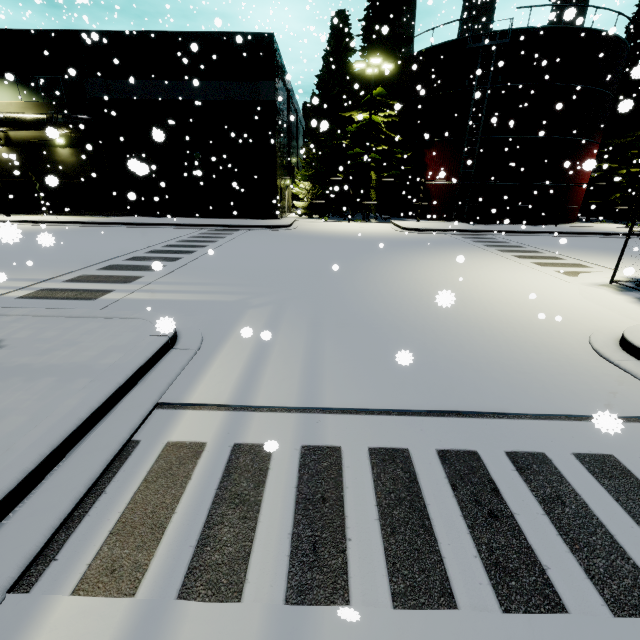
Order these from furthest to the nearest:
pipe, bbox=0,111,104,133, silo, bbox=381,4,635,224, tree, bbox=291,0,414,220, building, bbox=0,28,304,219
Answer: tree, bbox=291,0,414,220 → silo, bbox=381,4,635,224 → pipe, bbox=0,111,104,133 → building, bbox=0,28,304,219

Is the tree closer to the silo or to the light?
the light

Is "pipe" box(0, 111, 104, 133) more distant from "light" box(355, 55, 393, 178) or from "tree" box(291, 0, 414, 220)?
"light" box(355, 55, 393, 178)

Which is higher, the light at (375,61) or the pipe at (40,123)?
the light at (375,61)

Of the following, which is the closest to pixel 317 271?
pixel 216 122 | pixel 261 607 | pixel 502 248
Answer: pixel 261 607

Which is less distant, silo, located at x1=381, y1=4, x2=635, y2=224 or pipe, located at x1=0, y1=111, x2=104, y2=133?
pipe, located at x1=0, y1=111, x2=104, y2=133

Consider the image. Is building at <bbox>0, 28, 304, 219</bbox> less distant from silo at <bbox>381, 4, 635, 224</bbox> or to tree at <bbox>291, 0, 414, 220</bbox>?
silo at <bbox>381, 4, 635, 224</bbox>

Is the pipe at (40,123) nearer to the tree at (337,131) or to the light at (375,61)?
the tree at (337,131)
